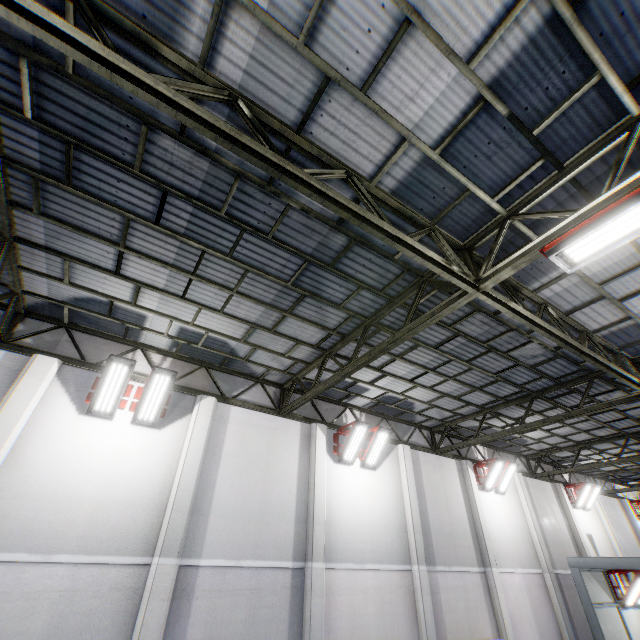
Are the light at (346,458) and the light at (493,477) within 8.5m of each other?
yes

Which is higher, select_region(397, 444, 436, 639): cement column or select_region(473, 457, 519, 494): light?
select_region(473, 457, 519, 494): light

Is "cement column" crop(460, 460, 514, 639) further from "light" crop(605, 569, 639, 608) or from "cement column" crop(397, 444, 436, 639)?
"light" crop(605, 569, 639, 608)

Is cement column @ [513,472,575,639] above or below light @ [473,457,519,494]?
below

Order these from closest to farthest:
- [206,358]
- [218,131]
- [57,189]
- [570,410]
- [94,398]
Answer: [218,131] < [57,189] < [94,398] < [206,358] < [570,410]

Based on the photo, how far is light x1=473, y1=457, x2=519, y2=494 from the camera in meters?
14.3

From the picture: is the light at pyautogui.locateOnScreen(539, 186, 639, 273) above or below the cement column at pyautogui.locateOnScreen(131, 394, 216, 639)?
above

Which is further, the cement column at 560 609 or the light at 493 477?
the light at 493 477
